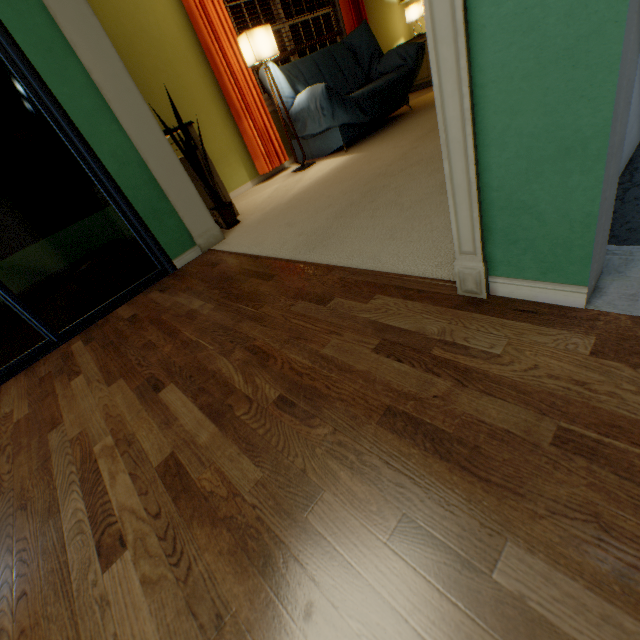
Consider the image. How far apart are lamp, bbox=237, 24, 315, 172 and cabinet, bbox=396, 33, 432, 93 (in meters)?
3.41

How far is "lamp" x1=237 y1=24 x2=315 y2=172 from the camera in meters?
3.4

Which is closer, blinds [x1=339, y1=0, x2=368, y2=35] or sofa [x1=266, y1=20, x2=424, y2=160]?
sofa [x1=266, y1=20, x2=424, y2=160]

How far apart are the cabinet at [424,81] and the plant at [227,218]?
4.9 meters

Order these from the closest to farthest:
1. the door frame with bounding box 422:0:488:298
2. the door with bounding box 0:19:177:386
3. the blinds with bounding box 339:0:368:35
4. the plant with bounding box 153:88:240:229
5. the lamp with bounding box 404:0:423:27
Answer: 1. the door frame with bounding box 422:0:488:298
2. the door with bounding box 0:19:177:386
3. the plant with bounding box 153:88:240:229
4. the blinds with bounding box 339:0:368:35
5. the lamp with bounding box 404:0:423:27

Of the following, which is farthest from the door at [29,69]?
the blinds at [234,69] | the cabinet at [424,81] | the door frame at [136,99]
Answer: the cabinet at [424,81]

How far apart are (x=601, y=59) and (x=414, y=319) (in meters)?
0.79

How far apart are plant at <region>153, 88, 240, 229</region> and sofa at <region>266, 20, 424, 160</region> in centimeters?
149cm
